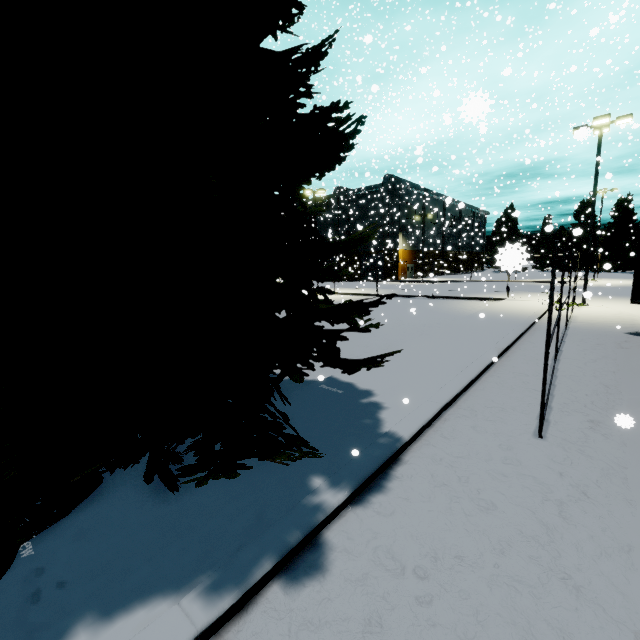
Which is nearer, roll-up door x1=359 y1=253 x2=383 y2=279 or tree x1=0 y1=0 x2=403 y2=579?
tree x1=0 y1=0 x2=403 y2=579

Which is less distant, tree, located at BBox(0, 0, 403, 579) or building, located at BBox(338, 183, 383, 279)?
tree, located at BBox(0, 0, 403, 579)

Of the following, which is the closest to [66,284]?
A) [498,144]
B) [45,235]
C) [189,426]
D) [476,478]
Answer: [45,235]

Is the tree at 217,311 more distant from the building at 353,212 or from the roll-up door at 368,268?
the roll-up door at 368,268

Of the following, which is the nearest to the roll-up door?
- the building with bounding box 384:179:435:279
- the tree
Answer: the building with bounding box 384:179:435:279

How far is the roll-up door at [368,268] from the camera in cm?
4771

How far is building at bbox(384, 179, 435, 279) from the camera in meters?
50.1 m

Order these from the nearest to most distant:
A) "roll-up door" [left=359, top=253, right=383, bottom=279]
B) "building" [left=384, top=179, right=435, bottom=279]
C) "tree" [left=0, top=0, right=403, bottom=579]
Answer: "tree" [left=0, top=0, right=403, bottom=579]
"roll-up door" [left=359, top=253, right=383, bottom=279]
"building" [left=384, top=179, right=435, bottom=279]
